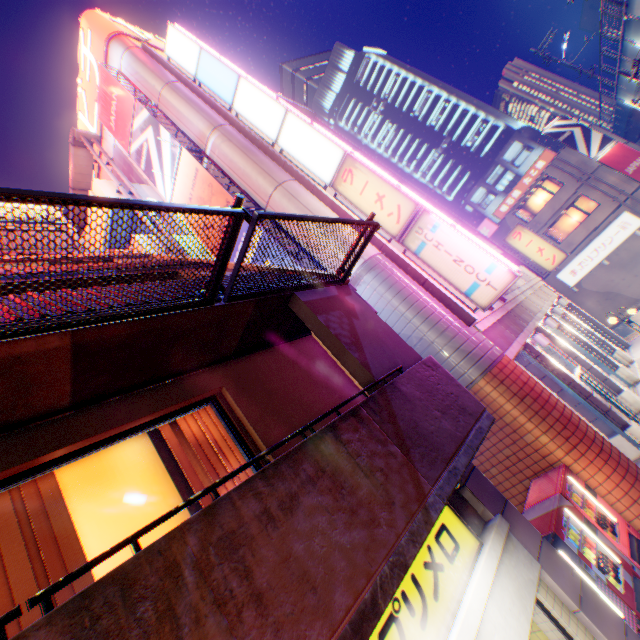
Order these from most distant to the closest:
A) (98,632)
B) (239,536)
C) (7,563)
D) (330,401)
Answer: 1. (330,401)
2. (7,563)
3. (239,536)
4. (98,632)

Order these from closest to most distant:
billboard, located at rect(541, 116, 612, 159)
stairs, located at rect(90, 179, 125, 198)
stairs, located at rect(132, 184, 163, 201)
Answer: stairs, located at rect(90, 179, 125, 198) → stairs, located at rect(132, 184, 163, 201) → billboard, located at rect(541, 116, 612, 159)

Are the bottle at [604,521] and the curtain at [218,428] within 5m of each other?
no

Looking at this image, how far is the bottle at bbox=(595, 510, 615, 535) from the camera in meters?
6.3

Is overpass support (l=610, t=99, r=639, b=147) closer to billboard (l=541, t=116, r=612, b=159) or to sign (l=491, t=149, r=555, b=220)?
billboard (l=541, t=116, r=612, b=159)

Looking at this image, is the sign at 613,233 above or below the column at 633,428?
above

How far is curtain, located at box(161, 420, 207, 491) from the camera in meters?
3.8 m

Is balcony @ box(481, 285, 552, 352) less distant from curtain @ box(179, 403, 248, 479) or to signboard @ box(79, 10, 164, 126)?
curtain @ box(179, 403, 248, 479)
